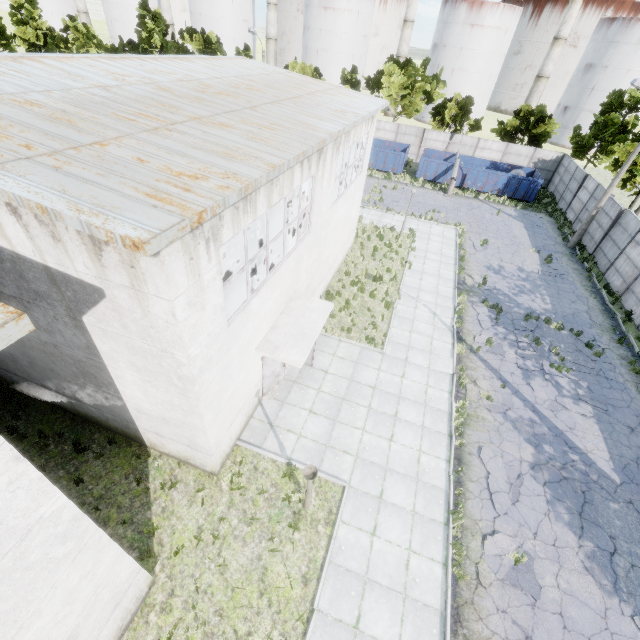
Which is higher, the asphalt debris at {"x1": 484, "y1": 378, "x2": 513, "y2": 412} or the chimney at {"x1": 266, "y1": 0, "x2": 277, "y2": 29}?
the chimney at {"x1": 266, "y1": 0, "x2": 277, "y2": 29}

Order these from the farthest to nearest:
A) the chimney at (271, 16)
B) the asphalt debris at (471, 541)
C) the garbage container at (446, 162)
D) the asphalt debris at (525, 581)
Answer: the chimney at (271, 16) → the garbage container at (446, 162) → the asphalt debris at (471, 541) → the asphalt debris at (525, 581)

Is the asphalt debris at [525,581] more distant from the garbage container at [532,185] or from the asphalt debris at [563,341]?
the garbage container at [532,185]

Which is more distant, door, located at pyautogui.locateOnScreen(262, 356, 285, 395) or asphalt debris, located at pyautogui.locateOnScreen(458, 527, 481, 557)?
door, located at pyautogui.locateOnScreen(262, 356, 285, 395)

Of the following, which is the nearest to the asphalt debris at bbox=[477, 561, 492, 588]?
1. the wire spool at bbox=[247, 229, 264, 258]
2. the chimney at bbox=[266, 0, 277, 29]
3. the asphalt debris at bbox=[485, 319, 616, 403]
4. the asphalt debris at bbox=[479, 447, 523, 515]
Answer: → the asphalt debris at bbox=[479, 447, 523, 515]

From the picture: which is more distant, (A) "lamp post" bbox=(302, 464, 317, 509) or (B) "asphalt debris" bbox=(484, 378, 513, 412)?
(B) "asphalt debris" bbox=(484, 378, 513, 412)

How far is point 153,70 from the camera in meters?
10.6 m

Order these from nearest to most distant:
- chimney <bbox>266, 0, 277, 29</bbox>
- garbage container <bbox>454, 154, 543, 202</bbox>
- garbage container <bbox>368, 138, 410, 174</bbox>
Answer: garbage container <bbox>454, 154, 543, 202</bbox> < garbage container <bbox>368, 138, 410, 174</bbox> < chimney <bbox>266, 0, 277, 29</bbox>
